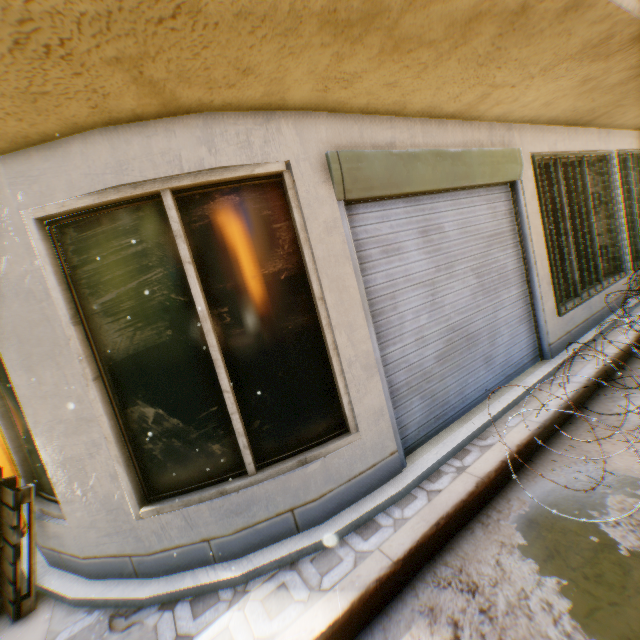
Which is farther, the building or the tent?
the tent

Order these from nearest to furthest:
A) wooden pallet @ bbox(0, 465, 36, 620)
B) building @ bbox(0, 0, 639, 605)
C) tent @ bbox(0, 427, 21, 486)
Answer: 1. building @ bbox(0, 0, 639, 605)
2. wooden pallet @ bbox(0, 465, 36, 620)
3. tent @ bbox(0, 427, 21, 486)

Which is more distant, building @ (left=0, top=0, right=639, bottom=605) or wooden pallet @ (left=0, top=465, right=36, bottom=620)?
wooden pallet @ (left=0, top=465, right=36, bottom=620)

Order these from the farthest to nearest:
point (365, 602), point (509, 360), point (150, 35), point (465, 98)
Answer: point (509, 360) → point (465, 98) → point (365, 602) → point (150, 35)

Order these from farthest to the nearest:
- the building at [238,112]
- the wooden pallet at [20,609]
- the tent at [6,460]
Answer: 1. the tent at [6,460]
2. the wooden pallet at [20,609]
3. the building at [238,112]

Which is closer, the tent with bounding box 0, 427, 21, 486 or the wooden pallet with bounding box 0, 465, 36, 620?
the wooden pallet with bounding box 0, 465, 36, 620

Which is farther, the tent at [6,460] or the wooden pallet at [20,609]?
the tent at [6,460]
